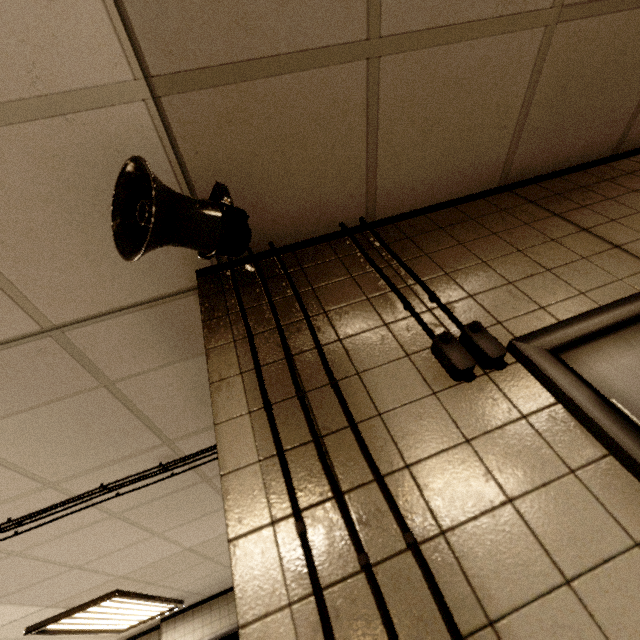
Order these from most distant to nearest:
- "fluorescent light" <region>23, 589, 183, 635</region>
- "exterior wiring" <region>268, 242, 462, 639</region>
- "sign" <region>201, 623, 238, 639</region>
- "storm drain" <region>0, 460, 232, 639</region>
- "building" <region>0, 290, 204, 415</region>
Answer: "sign" <region>201, 623, 238, 639</region> → "fluorescent light" <region>23, 589, 183, 635</region> → "storm drain" <region>0, 460, 232, 639</region> → "building" <region>0, 290, 204, 415</region> → "exterior wiring" <region>268, 242, 462, 639</region>

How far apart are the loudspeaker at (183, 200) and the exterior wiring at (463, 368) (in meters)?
0.46

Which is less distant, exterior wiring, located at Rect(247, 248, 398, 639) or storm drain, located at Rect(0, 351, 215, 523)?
exterior wiring, located at Rect(247, 248, 398, 639)

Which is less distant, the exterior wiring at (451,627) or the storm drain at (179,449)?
the exterior wiring at (451,627)

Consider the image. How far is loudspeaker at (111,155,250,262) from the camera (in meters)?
0.90

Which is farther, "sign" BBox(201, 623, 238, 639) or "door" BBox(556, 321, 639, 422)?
"sign" BBox(201, 623, 238, 639)

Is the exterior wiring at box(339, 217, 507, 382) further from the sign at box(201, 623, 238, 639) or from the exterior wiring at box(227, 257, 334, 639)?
the sign at box(201, 623, 238, 639)

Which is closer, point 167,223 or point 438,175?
point 167,223
